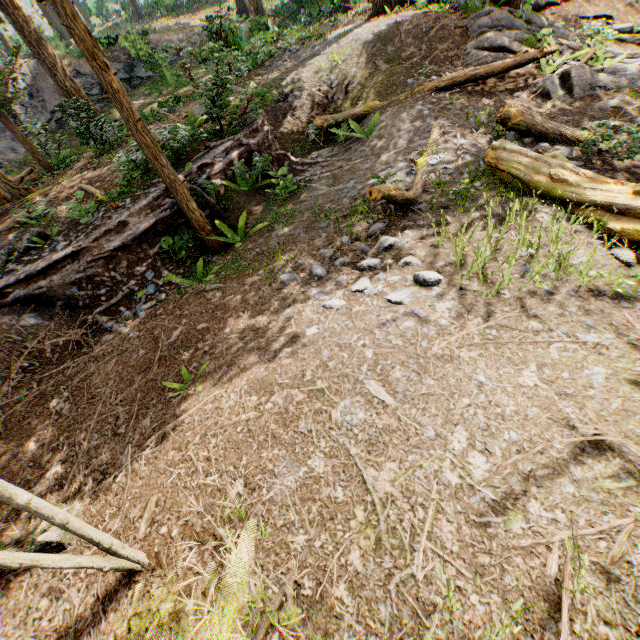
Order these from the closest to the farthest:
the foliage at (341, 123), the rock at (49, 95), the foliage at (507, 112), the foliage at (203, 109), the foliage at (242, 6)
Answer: the foliage at (507, 112) < the foliage at (203, 109) < the foliage at (341, 123) < the rock at (49, 95) < the foliage at (242, 6)

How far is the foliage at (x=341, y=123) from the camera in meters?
10.2

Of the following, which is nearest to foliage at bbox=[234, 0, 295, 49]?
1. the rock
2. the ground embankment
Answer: the ground embankment

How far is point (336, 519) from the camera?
3.06m

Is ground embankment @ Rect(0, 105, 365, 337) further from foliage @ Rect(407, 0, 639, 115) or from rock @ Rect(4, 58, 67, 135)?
rock @ Rect(4, 58, 67, 135)

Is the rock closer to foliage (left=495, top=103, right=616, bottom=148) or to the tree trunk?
foliage (left=495, top=103, right=616, bottom=148)

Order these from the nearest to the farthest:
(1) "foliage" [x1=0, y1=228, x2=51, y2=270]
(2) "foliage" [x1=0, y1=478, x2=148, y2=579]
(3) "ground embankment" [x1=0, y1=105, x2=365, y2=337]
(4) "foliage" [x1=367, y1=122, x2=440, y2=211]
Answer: (2) "foliage" [x1=0, y1=478, x2=148, y2=579] → (4) "foliage" [x1=367, y1=122, x2=440, y2=211] → (3) "ground embankment" [x1=0, y1=105, x2=365, y2=337] → (1) "foliage" [x1=0, y1=228, x2=51, y2=270]

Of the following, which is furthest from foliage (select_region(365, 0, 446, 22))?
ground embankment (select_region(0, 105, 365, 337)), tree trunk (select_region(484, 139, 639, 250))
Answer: tree trunk (select_region(484, 139, 639, 250))
